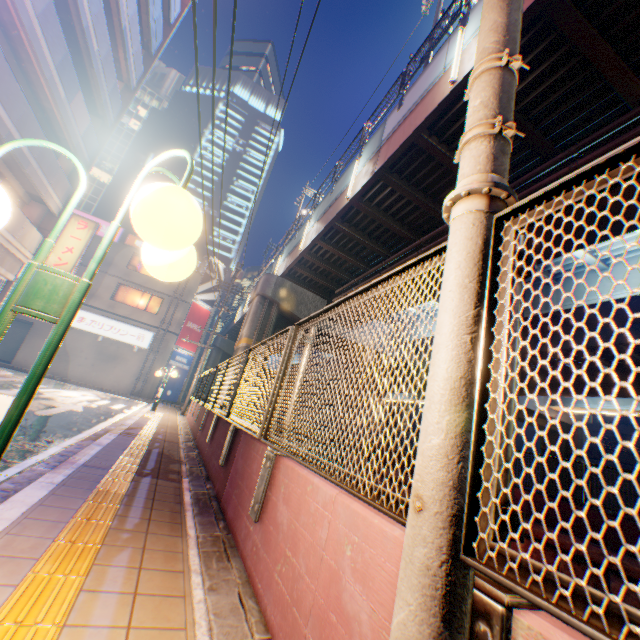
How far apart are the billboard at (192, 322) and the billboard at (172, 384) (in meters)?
0.23

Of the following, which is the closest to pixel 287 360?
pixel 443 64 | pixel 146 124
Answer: pixel 443 64

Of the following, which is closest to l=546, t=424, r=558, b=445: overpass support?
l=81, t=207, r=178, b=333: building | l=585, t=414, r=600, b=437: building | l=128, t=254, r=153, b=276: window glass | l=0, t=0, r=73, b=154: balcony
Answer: l=81, t=207, r=178, b=333: building

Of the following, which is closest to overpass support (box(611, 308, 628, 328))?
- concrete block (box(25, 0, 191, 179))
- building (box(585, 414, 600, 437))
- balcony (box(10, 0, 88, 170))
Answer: building (box(585, 414, 600, 437))

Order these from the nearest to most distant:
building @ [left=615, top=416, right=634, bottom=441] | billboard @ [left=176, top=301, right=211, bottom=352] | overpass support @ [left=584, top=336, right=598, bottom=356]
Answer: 1. overpass support @ [left=584, top=336, right=598, bottom=356]
2. billboard @ [left=176, top=301, right=211, bottom=352]
3. building @ [left=615, top=416, right=634, bottom=441]

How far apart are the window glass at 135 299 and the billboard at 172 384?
3.18m

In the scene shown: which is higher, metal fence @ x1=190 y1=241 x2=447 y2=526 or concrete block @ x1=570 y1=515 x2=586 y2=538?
metal fence @ x1=190 y1=241 x2=447 y2=526

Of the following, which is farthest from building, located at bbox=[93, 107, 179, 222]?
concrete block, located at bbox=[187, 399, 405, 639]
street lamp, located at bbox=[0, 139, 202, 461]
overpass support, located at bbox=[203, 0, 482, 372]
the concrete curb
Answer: street lamp, located at bbox=[0, 139, 202, 461]
